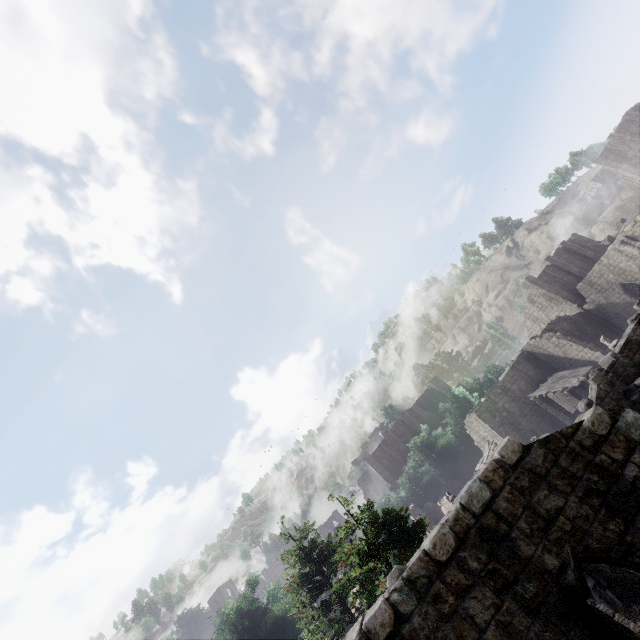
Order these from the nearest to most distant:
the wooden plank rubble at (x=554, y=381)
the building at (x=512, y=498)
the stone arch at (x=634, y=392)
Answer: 1. the building at (x=512, y=498)
2. the stone arch at (x=634, y=392)
3. the wooden plank rubble at (x=554, y=381)

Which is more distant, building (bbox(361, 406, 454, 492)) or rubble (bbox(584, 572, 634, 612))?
building (bbox(361, 406, 454, 492))

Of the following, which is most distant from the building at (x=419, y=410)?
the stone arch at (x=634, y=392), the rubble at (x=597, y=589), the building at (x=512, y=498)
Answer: the stone arch at (x=634, y=392)

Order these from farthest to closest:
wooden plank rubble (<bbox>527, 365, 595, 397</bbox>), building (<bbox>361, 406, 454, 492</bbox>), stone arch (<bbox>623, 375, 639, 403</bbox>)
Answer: building (<bbox>361, 406, 454, 492</bbox>), wooden plank rubble (<bbox>527, 365, 595, 397</bbox>), stone arch (<bbox>623, 375, 639, 403</bbox>)

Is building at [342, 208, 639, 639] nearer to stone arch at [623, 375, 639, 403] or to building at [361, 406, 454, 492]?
stone arch at [623, 375, 639, 403]

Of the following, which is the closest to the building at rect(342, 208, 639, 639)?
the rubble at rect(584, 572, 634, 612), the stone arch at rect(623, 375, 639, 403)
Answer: the stone arch at rect(623, 375, 639, 403)

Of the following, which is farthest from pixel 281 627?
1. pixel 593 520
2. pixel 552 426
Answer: pixel 593 520

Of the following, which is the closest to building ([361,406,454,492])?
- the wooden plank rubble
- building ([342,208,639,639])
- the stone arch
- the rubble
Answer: building ([342,208,639,639])
